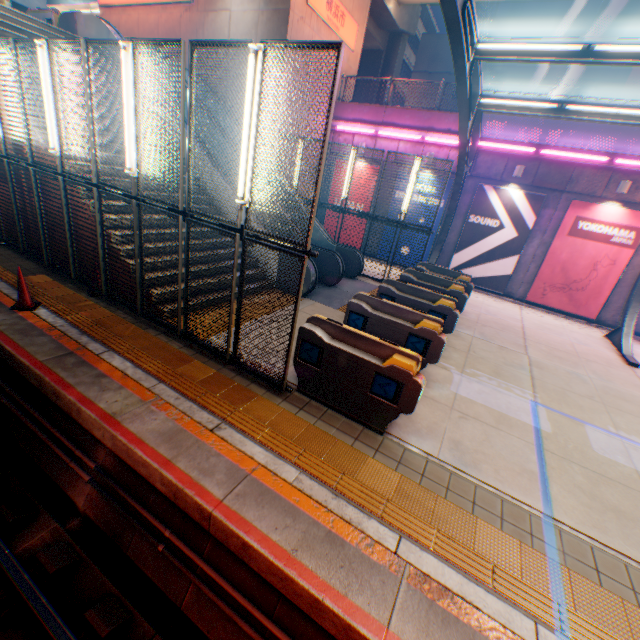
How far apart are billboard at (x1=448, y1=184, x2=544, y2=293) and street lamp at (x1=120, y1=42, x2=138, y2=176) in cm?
1329

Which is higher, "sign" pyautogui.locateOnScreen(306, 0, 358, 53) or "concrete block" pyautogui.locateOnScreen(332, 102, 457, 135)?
"sign" pyautogui.locateOnScreen(306, 0, 358, 53)

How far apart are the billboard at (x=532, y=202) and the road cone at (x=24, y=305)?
15.1m

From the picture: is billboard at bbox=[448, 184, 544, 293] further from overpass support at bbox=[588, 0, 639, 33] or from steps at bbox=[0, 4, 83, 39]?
overpass support at bbox=[588, 0, 639, 33]

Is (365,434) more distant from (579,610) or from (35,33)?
(35,33)

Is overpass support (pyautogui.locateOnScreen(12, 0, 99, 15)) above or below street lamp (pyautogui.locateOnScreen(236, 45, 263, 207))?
above

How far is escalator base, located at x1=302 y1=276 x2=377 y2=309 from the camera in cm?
1012

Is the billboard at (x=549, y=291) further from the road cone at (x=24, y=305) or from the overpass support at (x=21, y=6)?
the road cone at (x=24, y=305)
